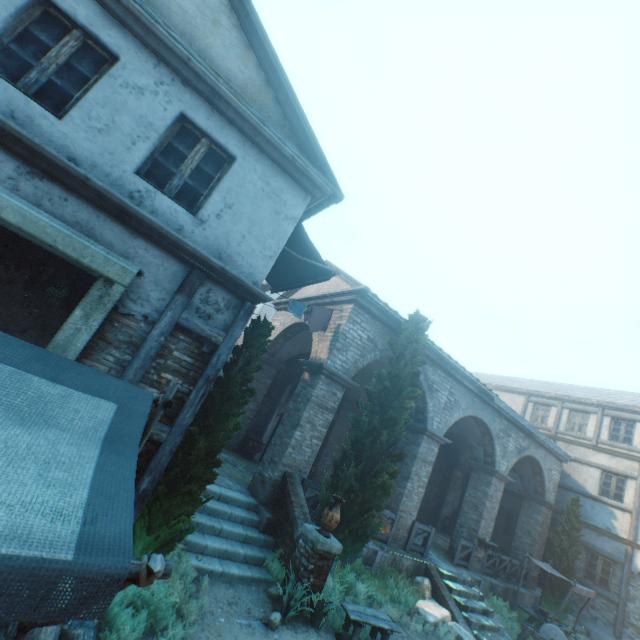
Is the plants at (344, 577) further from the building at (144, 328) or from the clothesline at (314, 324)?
the clothesline at (314, 324)

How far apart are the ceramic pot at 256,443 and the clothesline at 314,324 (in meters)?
5.92

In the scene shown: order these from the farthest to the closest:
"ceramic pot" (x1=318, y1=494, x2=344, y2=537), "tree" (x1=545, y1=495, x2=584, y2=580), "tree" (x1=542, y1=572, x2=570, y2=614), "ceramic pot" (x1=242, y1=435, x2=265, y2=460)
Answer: "tree" (x1=545, y1=495, x2=584, y2=580) → "tree" (x1=542, y1=572, x2=570, y2=614) → "ceramic pot" (x1=242, y1=435, x2=265, y2=460) → "ceramic pot" (x1=318, y1=494, x2=344, y2=537)

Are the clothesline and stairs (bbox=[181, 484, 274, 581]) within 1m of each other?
no

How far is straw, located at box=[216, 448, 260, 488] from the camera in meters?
9.4

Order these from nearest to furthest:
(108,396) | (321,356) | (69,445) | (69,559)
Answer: (69,559)
(69,445)
(108,396)
(321,356)

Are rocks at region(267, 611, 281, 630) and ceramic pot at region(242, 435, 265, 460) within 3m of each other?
no

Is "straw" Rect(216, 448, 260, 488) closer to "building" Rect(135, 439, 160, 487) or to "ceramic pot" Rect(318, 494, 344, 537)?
"building" Rect(135, 439, 160, 487)
